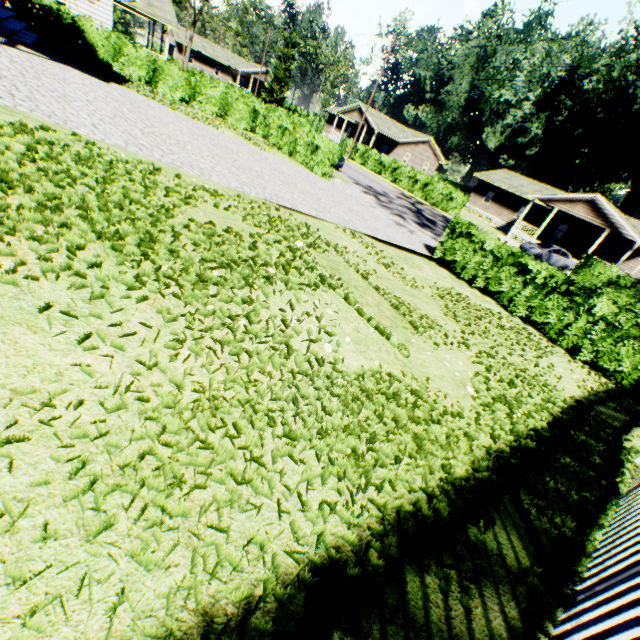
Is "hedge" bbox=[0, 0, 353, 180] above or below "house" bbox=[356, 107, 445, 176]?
below

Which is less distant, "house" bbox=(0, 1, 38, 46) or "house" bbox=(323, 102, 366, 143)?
"house" bbox=(0, 1, 38, 46)

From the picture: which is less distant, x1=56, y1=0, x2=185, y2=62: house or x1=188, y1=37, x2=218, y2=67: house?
x1=56, y1=0, x2=185, y2=62: house

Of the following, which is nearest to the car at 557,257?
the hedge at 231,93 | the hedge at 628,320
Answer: the hedge at 628,320

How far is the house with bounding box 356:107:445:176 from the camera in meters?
45.4

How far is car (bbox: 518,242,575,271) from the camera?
27.0m

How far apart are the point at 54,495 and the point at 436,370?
4.1 meters

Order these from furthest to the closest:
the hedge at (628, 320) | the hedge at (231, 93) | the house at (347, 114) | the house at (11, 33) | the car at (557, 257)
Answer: the house at (347, 114) → the car at (557, 257) → the hedge at (231, 93) → the house at (11, 33) → the hedge at (628, 320)
